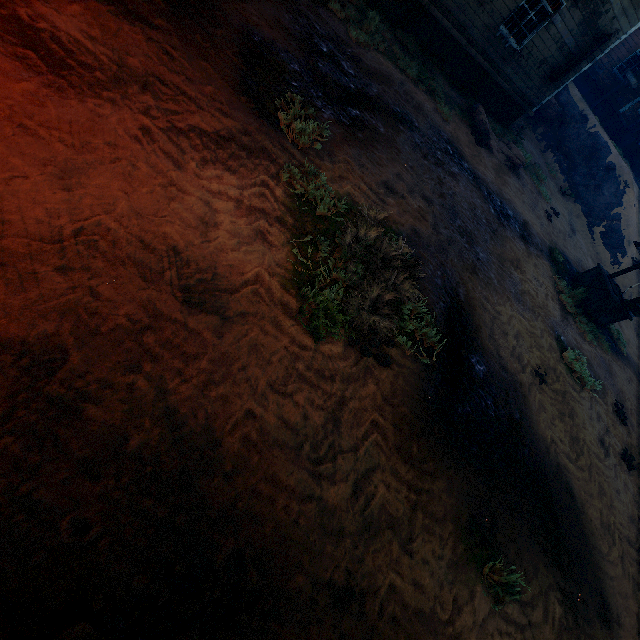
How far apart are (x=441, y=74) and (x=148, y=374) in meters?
13.6 m

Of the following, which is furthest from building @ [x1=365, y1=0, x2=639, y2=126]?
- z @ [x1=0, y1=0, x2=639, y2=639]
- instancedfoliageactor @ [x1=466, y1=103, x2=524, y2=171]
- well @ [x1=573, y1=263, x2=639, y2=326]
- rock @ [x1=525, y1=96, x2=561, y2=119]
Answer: well @ [x1=573, y1=263, x2=639, y2=326]

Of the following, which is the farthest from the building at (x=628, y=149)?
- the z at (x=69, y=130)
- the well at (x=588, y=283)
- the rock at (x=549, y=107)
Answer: the well at (x=588, y=283)

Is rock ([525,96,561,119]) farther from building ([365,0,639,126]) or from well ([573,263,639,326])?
well ([573,263,639,326])

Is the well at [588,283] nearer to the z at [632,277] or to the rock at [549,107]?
the z at [632,277]

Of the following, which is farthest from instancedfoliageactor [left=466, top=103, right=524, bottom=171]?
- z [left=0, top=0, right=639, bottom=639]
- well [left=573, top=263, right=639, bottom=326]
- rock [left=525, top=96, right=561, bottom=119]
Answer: rock [left=525, top=96, right=561, bottom=119]

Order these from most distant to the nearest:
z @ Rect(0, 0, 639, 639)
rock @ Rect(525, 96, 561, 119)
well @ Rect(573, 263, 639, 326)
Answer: rock @ Rect(525, 96, 561, 119)
well @ Rect(573, 263, 639, 326)
z @ Rect(0, 0, 639, 639)
